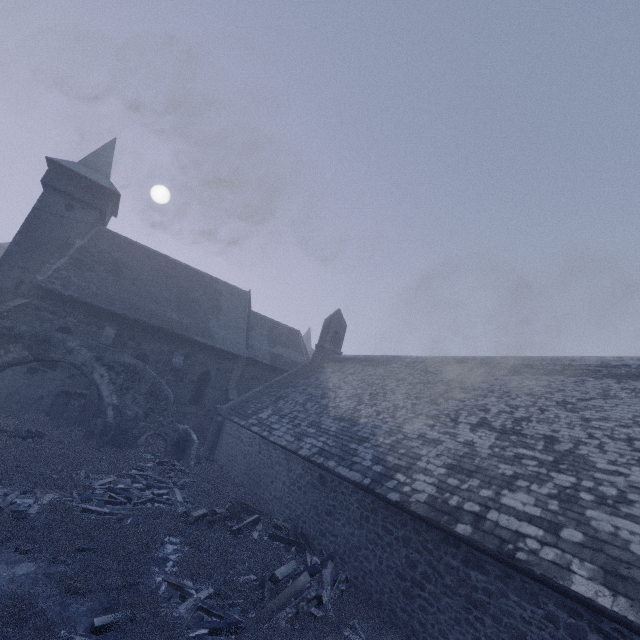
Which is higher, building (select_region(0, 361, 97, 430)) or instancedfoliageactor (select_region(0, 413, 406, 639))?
building (select_region(0, 361, 97, 430))

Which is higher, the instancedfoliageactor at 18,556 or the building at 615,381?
the building at 615,381

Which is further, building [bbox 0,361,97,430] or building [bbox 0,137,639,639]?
building [bbox 0,361,97,430]

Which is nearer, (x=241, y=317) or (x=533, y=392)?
(x=533, y=392)

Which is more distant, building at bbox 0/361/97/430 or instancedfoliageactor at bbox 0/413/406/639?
building at bbox 0/361/97/430
